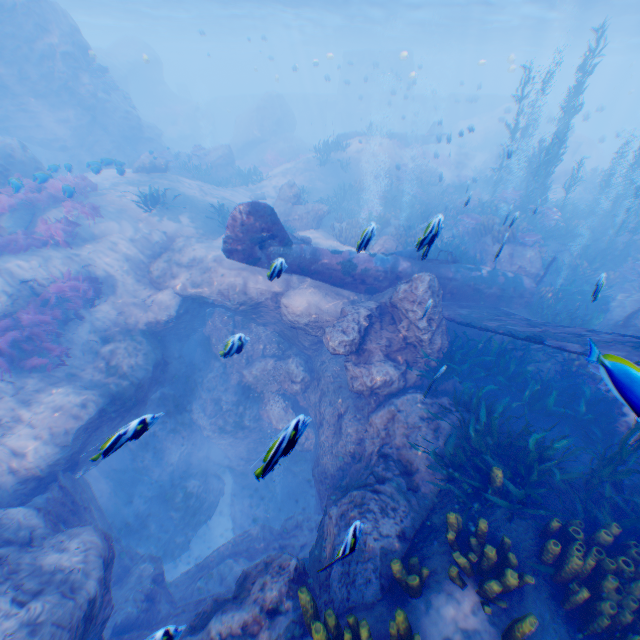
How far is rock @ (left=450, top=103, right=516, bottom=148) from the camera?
27.78m

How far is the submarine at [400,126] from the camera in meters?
40.9

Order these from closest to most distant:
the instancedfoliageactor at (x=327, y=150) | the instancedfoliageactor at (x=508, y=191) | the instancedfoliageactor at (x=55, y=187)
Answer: the instancedfoliageactor at (x=55, y=187) < the instancedfoliageactor at (x=508, y=191) < the instancedfoliageactor at (x=327, y=150)

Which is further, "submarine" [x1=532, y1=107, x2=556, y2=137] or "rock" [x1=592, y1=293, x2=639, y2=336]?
"submarine" [x1=532, y1=107, x2=556, y2=137]

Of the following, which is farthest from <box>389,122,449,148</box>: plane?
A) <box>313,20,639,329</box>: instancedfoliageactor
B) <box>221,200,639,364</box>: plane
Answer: <box>221,200,639,364</box>: plane

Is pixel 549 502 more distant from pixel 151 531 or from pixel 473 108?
pixel 473 108

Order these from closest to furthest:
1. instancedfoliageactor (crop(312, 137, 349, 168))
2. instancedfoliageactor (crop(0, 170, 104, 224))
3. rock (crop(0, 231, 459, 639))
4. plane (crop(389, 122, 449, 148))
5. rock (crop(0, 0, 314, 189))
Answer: rock (crop(0, 231, 459, 639)) < instancedfoliageactor (crop(0, 170, 104, 224)) < rock (crop(0, 0, 314, 189)) < instancedfoliageactor (crop(312, 137, 349, 168)) < plane (crop(389, 122, 449, 148))
